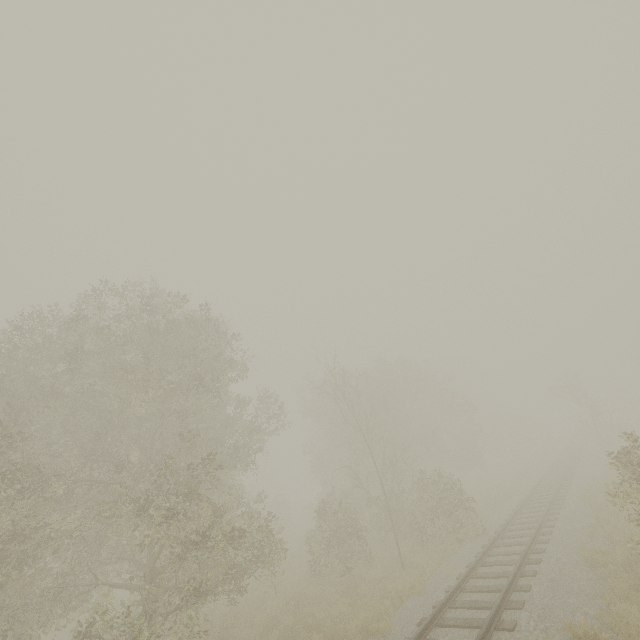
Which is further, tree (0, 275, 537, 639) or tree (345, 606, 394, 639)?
tree (0, 275, 537, 639)

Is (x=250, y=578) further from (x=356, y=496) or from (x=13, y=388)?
(x=13, y=388)

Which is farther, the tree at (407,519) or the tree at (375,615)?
the tree at (407,519)
